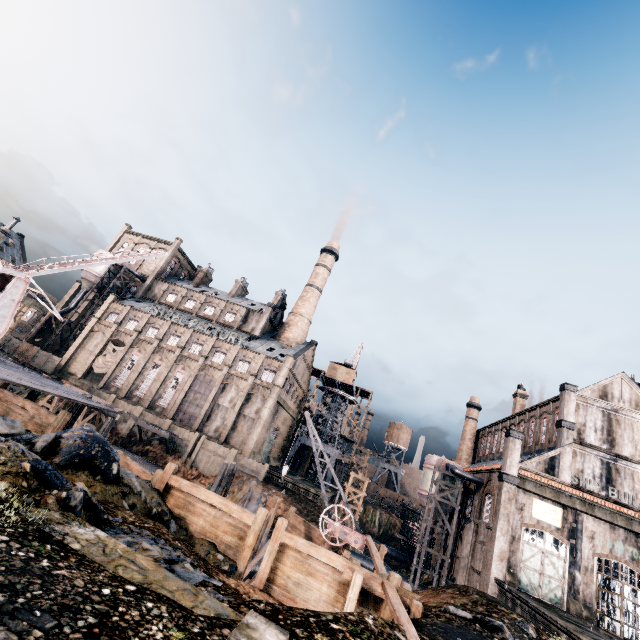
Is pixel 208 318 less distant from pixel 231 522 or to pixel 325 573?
pixel 231 522

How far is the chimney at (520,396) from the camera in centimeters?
4875cm

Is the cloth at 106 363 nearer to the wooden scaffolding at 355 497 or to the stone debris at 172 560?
the stone debris at 172 560

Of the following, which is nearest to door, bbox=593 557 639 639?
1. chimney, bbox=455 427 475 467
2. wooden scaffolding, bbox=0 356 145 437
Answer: chimney, bbox=455 427 475 467

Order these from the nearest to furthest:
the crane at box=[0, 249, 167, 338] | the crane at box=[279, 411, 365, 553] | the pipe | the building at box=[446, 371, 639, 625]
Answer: the crane at box=[0, 249, 167, 338]
the crane at box=[279, 411, 365, 553]
the building at box=[446, 371, 639, 625]
the pipe

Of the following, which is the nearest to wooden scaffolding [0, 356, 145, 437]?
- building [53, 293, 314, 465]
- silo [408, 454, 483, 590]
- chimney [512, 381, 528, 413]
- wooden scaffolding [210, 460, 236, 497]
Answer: wooden scaffolding [210, 460, 236, 497]

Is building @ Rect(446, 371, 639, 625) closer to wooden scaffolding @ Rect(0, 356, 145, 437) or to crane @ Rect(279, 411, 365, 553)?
crane @ Rect(279, 411, 365, 553)

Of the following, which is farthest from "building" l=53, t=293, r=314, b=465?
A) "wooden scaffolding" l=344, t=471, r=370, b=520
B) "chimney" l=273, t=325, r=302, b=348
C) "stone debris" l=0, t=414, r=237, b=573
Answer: "stone debris" l=0, t=414, r=237, b=573
